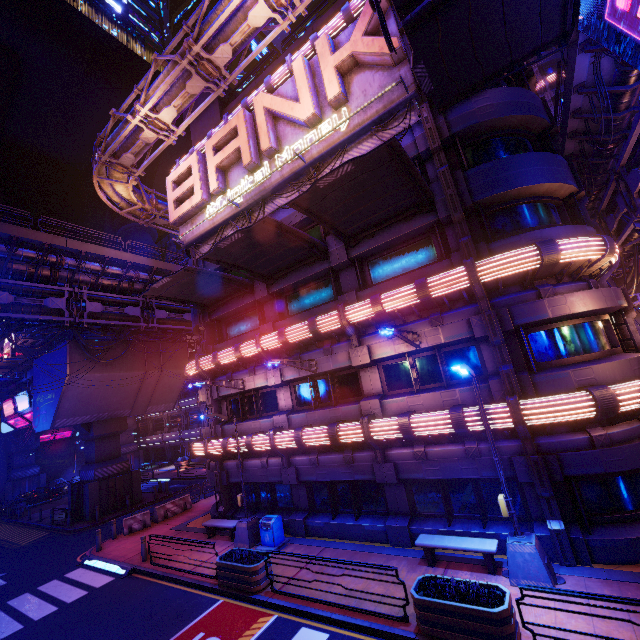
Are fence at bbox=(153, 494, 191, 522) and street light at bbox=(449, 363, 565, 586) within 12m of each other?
no

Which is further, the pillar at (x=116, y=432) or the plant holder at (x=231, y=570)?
the pillar at (x=116, y=432)

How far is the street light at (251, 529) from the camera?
14.6 meters

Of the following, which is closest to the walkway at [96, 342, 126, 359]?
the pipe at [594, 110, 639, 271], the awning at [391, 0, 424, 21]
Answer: the awning at [391, 0, 424, 21]

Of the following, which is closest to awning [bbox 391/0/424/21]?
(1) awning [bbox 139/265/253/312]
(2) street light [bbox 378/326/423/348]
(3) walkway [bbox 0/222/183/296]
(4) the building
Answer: (2) street light [bbox 378/326/423/348]

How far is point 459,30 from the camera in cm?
955

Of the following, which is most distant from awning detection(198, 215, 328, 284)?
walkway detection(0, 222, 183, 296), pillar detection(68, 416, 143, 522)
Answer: pillar detection(68, 416, 143, 522)

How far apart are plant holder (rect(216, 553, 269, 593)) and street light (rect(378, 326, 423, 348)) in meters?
9.0 m
